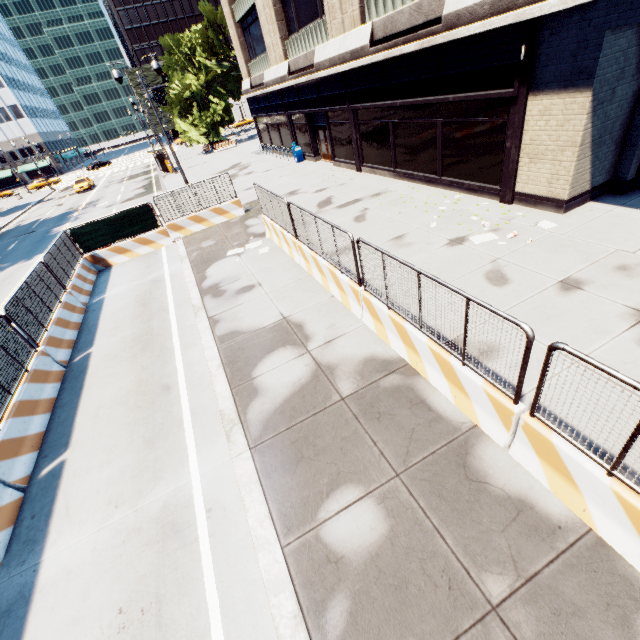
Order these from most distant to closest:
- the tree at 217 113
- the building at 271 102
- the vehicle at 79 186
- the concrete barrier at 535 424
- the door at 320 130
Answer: the vehicle at 79 186 → the tree at 217 113 → the door at 320 130 → the building at 271 102 → the concrete barrier at 535 424

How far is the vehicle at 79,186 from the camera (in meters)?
40.69

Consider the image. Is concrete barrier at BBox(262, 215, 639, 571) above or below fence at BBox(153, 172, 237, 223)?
below

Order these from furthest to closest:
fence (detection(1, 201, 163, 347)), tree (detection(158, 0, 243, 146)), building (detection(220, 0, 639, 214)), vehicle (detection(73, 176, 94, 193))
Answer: vehicle (detection(73, 176, 94, 193)), tree (detection(158, 0, 243, 146)), fence (detection(1, 201, 163, 347)), building (detection(220, 0, 639, 214))

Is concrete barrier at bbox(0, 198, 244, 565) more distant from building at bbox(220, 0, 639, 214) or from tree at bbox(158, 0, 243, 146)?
tree at bbox(158, 0, 243, 146)

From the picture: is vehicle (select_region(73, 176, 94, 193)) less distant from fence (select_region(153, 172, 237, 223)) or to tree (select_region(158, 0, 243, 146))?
tree (select_region(158, 0, 243, 146))

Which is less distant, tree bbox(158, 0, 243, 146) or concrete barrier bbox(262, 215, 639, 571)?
concrete barrier bbox(262, 215, 639, 571)

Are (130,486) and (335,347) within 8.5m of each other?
yes
